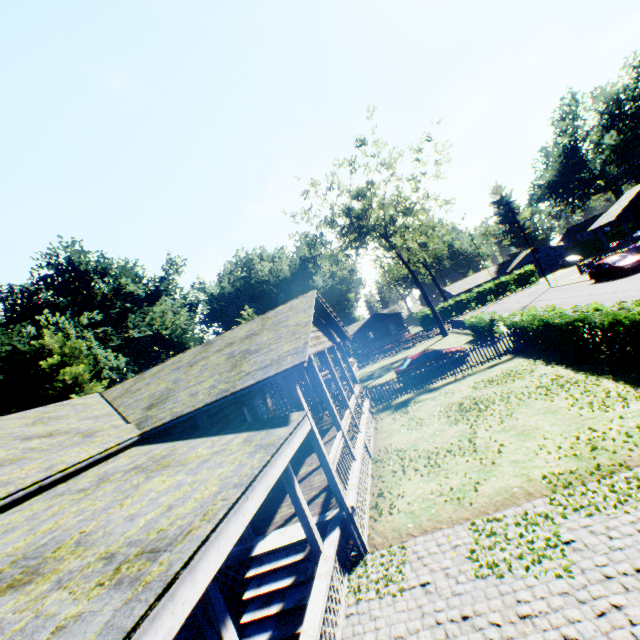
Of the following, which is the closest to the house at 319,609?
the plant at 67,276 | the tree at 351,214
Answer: the plant at 67,276

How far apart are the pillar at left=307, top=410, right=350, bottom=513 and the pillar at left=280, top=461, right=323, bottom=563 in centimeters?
83cm

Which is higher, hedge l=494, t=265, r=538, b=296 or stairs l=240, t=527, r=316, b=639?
hedge l=494, t=265, r=538, b=296

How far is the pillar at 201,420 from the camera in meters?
7.8

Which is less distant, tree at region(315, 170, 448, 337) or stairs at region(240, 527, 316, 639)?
stairs at region(240, 527, 316, 639)

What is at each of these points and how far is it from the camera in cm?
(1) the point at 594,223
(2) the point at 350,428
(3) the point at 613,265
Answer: (1) house, 3647
(2) banister, 1100
(3) car, 2606

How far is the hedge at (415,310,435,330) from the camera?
55.6m
